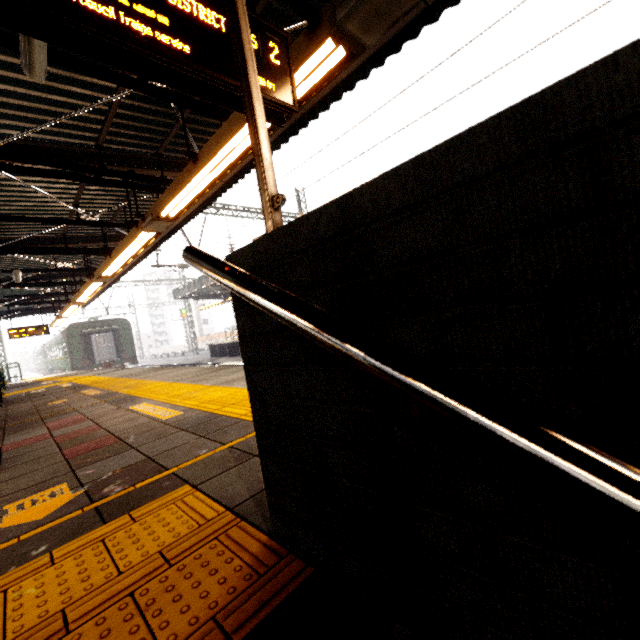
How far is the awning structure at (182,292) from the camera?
21.6 meters

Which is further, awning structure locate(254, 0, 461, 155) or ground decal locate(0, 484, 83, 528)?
awning structure locate(254, 0, 461, 155)

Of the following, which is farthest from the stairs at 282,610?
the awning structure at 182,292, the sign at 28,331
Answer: the sign at 28,331

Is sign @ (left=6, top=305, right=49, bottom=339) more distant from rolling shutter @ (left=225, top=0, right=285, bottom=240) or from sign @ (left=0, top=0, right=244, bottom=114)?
rolling shutter @ (left=225, top=0, right=285, bottom=240)

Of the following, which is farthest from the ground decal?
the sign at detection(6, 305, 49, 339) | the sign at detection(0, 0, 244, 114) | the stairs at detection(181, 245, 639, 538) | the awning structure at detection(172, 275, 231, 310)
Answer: the sign at detection(6, 305, 49, 339)

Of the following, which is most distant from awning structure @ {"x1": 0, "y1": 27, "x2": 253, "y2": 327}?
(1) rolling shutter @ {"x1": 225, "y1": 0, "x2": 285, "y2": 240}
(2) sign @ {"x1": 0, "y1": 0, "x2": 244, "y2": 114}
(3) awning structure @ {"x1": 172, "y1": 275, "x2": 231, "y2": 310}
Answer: (3) awning structure @ {"x1": 172, "y1": 275, "x2": 231, "y2": 310}

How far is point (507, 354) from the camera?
0.5m

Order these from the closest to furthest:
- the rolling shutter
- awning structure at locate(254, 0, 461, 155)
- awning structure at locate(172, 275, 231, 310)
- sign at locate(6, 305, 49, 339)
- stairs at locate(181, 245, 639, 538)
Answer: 1. stairs at locate(181, 245, 639, 538)
2. the rolling shutter
3. awning structure at locate(254, 0, 461, 155)
4. sign at locate(6, 305, 49, 339)
5. awning structure at locate(172, 275, 231, 310)
